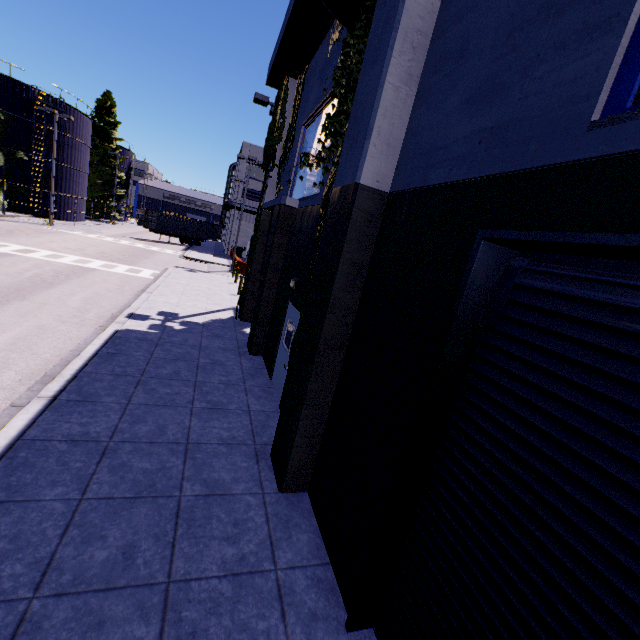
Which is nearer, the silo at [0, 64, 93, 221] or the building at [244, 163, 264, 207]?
the silo at [0, 64, 93, 221]

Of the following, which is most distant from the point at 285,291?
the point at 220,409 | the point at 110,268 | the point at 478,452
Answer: the point at 110,268

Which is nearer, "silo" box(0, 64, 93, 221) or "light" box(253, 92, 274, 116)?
"light" box(253, 92, 274, 116)

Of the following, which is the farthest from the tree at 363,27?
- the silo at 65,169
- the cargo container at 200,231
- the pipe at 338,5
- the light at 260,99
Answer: the cargo container at 200,231

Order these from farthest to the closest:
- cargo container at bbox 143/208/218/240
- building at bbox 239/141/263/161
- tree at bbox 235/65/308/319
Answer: building at bbox 239/141/263/161, cargo container at bbox 143/208/218/240, tree at bbox 235/65/308/319

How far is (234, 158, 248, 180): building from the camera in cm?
4319

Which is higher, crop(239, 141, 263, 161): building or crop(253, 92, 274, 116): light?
crop(239, 141, 263, 161): building

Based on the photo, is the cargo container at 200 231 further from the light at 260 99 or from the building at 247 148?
the light at 260 99
